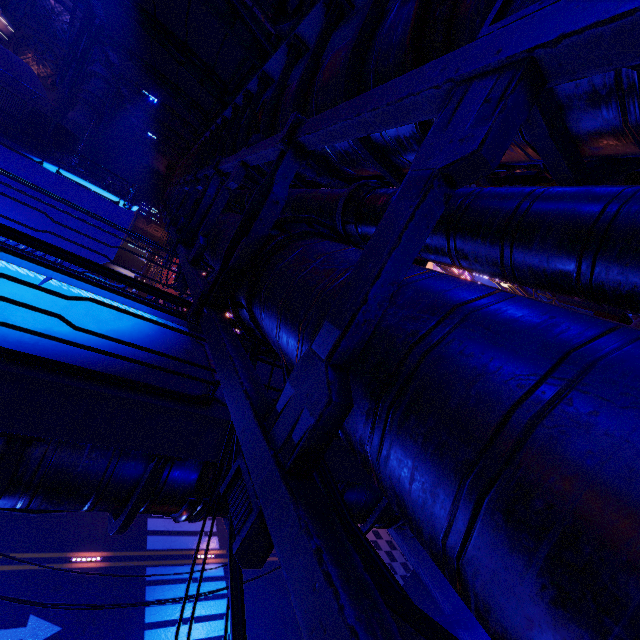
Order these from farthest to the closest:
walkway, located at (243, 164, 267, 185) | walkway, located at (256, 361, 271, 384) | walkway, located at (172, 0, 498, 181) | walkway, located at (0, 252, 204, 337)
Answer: walkway, located at (243, 164, 267, 185)
walkway, located at (256, 361, 271, 384)
walkway, located at (0, 252, 204, 337)
walkway, located at (172, 0, 498, 181)

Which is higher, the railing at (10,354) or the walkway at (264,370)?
the railing at (10,354)

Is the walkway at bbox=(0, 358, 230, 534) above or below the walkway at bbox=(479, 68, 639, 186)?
below

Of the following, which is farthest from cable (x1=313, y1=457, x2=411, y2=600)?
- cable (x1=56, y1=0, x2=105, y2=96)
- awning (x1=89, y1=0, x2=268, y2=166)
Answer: cable (x1=56, y1=0, x2=105, y2=96)

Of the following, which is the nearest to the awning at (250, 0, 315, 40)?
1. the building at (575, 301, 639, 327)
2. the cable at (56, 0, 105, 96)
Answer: the cable at (56, 0, 105, 96)

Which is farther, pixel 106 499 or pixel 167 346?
pixel 167 346

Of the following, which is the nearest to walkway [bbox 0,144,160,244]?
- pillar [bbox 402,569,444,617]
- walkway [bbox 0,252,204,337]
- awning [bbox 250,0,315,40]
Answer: walkway [bbox 0,252,204,337]

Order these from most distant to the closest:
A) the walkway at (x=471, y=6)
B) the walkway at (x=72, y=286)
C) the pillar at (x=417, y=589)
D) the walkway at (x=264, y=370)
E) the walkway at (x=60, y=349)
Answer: the pillar at (x=417, y=589)
the walkway at (x=264, y=370)
the walkway at (x=72, y=286)
the walkway at (x=60, y=349)
the walkway at (x=471, y=6)
